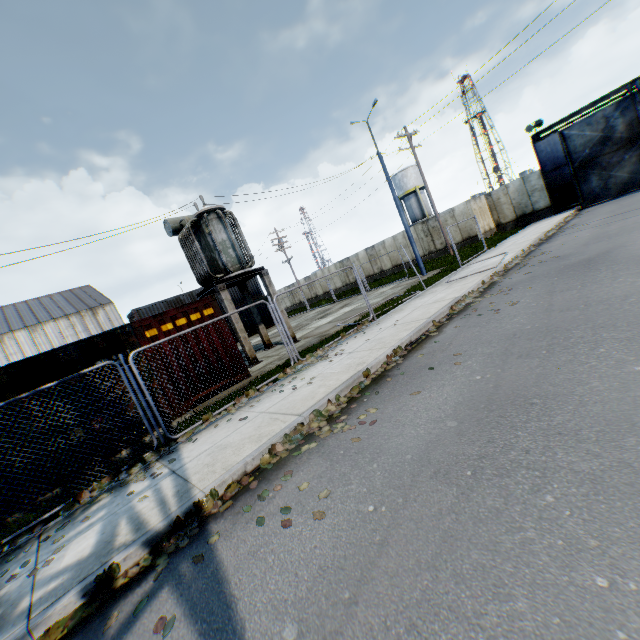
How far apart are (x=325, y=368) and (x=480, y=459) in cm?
504

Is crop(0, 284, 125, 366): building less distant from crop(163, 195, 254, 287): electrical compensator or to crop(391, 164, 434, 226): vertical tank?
crop(163, 195, 254, 287): electrical compensator

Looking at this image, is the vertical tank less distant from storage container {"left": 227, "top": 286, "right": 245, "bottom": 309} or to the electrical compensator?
storage container {"left": 227, "top": 286, "right": 245, "bottom": 309}

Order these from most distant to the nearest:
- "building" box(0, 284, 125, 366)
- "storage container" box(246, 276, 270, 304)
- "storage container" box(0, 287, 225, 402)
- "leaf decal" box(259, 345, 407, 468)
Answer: "building" box(0, 284, 125, 366), "storage container" box(246, 276, 270, 304), "storage container" box(0, 287, 225, 402), "leaf decal" box(259, 345, 407, 468)

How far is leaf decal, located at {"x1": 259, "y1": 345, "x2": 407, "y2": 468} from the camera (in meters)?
4.87

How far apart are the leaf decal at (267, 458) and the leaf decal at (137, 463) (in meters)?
1.70

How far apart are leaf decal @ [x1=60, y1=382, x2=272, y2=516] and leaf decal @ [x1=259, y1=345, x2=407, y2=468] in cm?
170

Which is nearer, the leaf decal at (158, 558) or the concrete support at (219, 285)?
the leaf decal at (158, 558)
